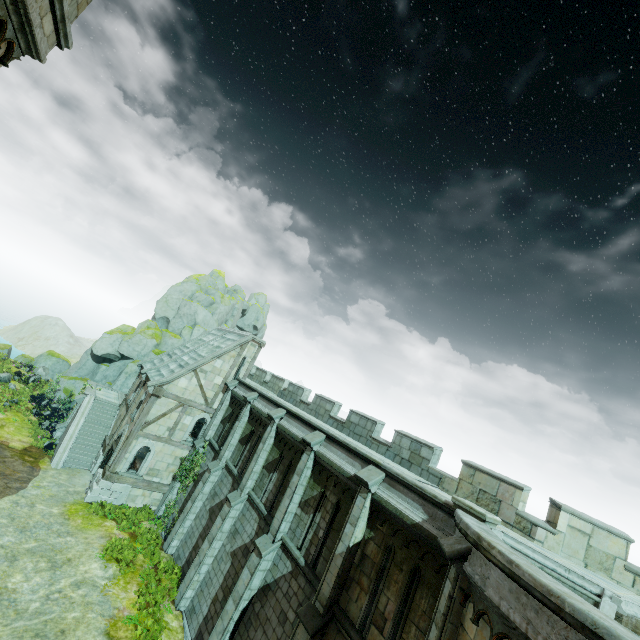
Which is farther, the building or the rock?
the rock

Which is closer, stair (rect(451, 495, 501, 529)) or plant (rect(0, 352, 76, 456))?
stair (rect(451, 495, 501, 529))

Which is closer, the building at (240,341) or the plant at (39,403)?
the building at (240,341)

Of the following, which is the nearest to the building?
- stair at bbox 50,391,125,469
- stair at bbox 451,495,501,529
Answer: stair at bbox 50,391,125,469

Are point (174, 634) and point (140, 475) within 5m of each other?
no

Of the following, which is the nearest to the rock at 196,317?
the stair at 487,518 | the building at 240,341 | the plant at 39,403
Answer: the plant at 39,403

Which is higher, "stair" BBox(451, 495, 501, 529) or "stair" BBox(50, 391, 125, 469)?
"stair" BBox(451, 495, 501, 529)

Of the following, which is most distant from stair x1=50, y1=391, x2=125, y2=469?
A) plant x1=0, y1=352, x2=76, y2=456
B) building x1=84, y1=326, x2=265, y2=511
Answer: plant x1=0, y1=352, x2=76, y2=456
